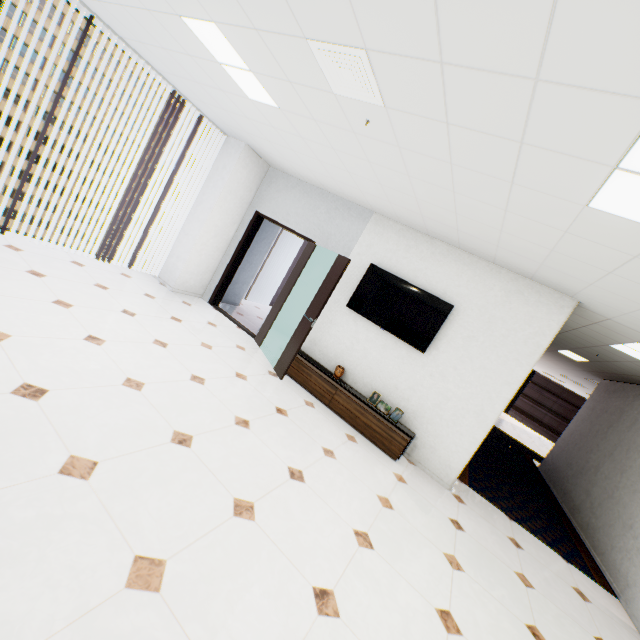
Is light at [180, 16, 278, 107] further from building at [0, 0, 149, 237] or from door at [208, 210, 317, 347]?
building at [0, 0, 149, 237]

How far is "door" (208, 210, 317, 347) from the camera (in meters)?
5.60

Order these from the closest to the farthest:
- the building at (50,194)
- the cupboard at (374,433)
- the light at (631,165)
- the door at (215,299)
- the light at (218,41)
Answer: the light at (631,165) < the light at (218,41) < the cupboard at (374,433) < the door at (215,299) < the building at (50,194)

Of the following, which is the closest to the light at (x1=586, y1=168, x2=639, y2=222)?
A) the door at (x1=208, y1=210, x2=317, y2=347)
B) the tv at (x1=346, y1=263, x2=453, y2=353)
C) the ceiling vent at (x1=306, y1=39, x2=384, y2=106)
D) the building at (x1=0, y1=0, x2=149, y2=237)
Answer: the ceiling vent at (x1=306, y1=39, x2=384, y2=106)

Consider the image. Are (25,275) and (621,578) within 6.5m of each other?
no

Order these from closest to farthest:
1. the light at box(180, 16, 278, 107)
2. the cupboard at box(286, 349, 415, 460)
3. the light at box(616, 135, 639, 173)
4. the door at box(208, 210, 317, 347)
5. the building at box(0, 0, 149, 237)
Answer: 1. the light at box(616, 135, 639, 173)
2. the light at box(180, 16, 278, 107)
3. the cupboard at box(286, 349, 415, 460)
4. the door at box(208, 210, 317, 347)
5. the building at box(0, 0, 149, 237)

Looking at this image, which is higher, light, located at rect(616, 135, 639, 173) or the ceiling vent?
light, located at rect(616, 135, 639, 173)

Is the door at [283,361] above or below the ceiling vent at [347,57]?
below
